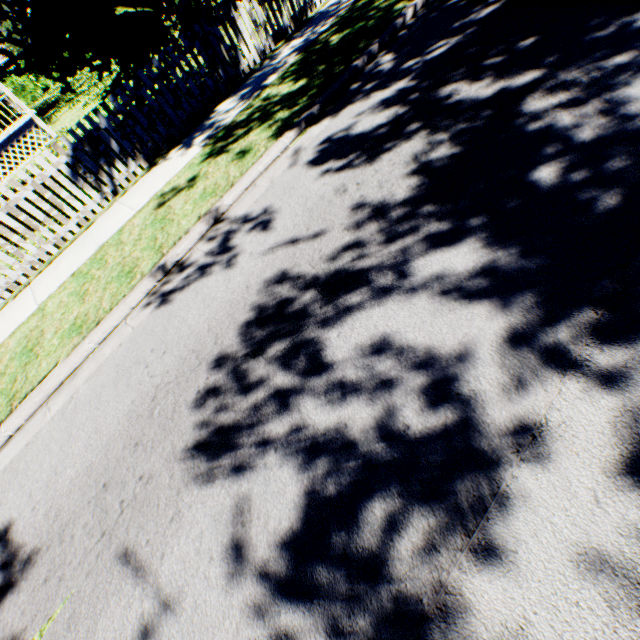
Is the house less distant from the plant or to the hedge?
the plant

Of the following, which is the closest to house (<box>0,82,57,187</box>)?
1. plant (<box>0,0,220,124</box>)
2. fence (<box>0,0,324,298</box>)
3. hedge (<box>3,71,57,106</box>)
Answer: plant (<box>0,0,220,124</box>)

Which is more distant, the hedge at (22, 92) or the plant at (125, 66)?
the hedge at (22, 92)

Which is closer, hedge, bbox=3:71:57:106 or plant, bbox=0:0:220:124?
plant, bbox=0:0:220:124

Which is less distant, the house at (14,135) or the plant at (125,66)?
the plant at (125,66)

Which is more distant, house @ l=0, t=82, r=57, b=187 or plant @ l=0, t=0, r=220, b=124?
house @ l=0, t=82, r=57, b=187

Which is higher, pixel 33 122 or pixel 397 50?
pixel 33 122
